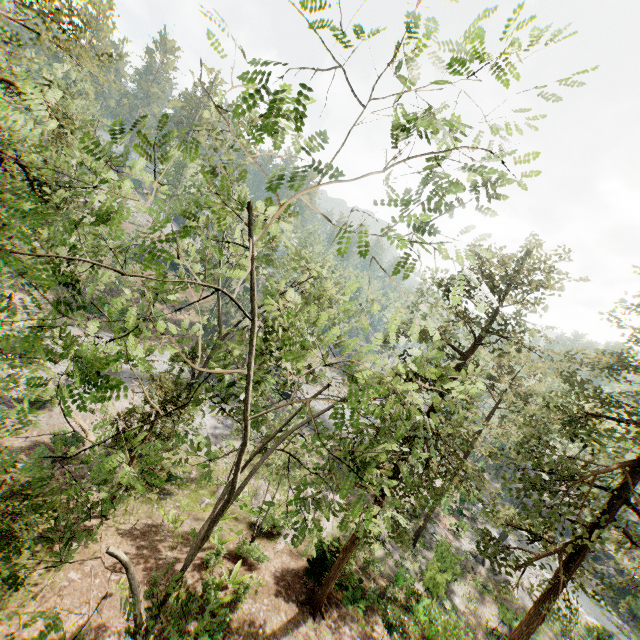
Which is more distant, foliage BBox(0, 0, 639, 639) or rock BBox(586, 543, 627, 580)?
rock BBox(586, 543, 627, 580)

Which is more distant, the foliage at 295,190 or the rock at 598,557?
the rock at 598,557

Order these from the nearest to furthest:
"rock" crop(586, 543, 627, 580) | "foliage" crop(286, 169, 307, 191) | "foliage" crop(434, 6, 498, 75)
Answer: "foliage" crop(434, 6, 498, 75), "foliage" crop(286, 169, 307, 191), "rock" crop(586, 543, 627, 580)

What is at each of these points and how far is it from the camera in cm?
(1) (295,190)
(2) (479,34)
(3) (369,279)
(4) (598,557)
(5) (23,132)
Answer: (1) foliage, 342
(2) foliage, 255
(3) foliage, 399
(4) rock, 3969
(5) foliage, 268

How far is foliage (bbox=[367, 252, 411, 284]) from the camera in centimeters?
382cm

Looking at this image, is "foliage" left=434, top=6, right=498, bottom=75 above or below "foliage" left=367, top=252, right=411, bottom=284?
above

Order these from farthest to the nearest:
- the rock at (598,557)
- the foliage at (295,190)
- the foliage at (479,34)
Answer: the rock at (598,557)
the foliage at (295,190)
the foliage at (479,34)
